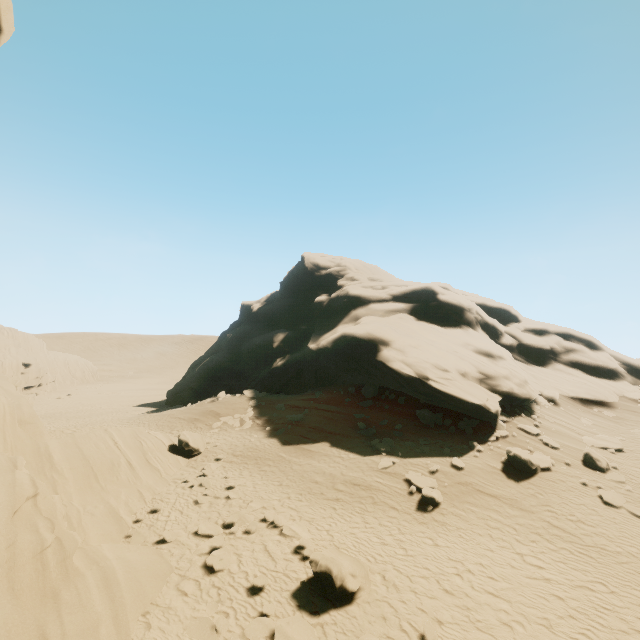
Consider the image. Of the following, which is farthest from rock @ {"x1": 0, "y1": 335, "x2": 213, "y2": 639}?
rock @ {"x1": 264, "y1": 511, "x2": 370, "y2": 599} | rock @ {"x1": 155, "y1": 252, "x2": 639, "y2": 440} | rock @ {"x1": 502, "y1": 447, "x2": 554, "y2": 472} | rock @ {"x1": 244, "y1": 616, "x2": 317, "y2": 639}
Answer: rock @ {"x1": 155, "y1": 252, "x2": 639, "y2": 440}

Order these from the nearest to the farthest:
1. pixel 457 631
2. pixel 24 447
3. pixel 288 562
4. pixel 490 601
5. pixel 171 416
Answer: pixel 457 631 < pixel 490 601 < pixel 288 562 < pixel 24 447 < pixel 171 416

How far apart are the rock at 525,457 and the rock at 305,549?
10.21m

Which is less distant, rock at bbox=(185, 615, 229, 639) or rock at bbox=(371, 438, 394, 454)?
rock at bbox=(185, 615, 229, 639)

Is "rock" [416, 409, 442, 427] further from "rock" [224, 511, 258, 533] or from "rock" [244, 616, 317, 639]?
"rock" [244, 616, 317, 639]

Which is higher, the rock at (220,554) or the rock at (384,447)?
the rock at (384,447)

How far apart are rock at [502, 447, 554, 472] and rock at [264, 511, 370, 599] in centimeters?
1021cm
